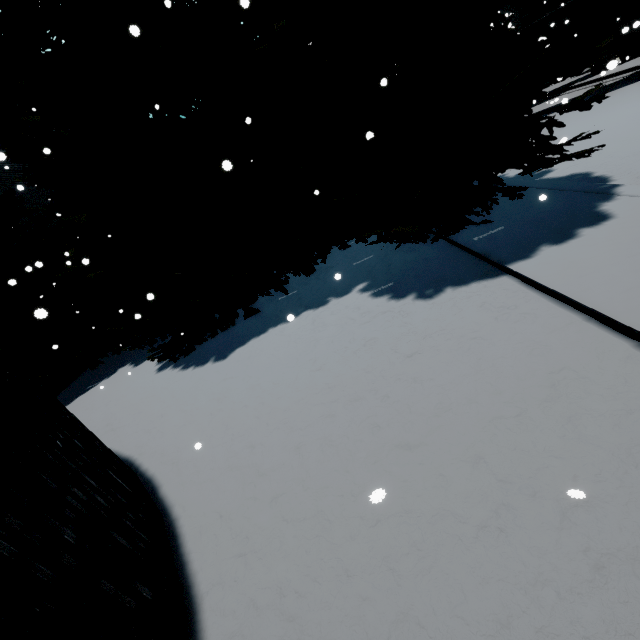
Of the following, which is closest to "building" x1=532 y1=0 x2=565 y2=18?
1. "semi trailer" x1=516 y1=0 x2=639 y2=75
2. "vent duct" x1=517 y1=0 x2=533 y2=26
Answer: "vent duct" x1=517 y1=0 x2=533 y2=26

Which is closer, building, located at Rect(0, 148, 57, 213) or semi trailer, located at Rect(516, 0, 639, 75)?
semi trailer, located at Rect(516, 0, 639, 75)

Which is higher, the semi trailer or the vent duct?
the vent duct

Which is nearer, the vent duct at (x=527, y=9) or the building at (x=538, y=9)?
the building at (x=538, y=9)

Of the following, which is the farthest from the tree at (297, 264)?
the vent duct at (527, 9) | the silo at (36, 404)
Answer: the vent duct at (527, 9)

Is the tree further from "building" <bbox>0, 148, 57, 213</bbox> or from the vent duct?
the vent duct

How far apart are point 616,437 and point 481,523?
1.4m

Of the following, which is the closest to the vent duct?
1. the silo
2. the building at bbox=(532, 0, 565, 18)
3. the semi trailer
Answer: the building at bbox=(532, 0, 565, 18)
